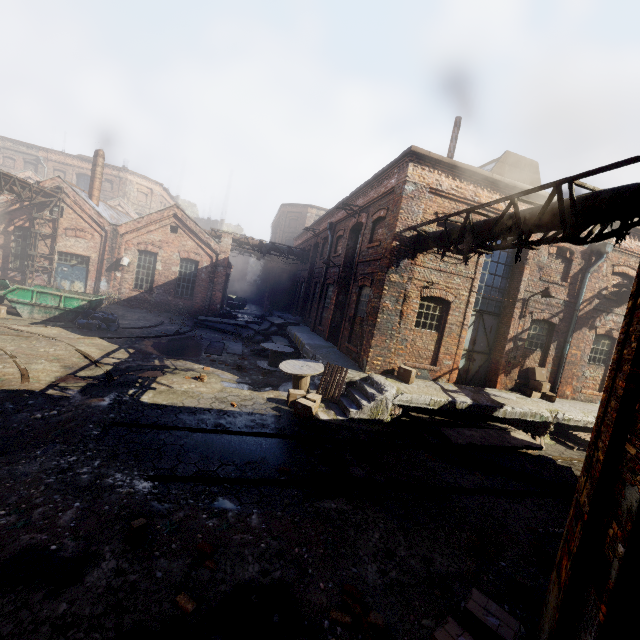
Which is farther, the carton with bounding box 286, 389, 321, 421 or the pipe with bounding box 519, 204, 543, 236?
the carton with bounding box 286, 389, 321, 421

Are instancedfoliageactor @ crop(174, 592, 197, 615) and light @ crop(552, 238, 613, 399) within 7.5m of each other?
no

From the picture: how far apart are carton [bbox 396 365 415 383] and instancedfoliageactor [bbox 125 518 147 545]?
8.5m

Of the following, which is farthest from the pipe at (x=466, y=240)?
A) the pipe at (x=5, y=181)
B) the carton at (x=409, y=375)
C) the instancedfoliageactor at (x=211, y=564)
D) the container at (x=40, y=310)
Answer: the pipe at (x=5, y=181)

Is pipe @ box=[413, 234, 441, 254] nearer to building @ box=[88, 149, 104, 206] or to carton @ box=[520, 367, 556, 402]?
carton @ box=[520, 367, 556, 402]

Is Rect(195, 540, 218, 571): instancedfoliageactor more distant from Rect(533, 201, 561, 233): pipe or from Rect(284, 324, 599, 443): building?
Rect(533, 201, 561, 233): pipe

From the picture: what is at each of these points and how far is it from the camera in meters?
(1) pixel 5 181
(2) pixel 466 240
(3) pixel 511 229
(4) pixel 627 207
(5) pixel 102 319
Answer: (1) pipe, 16.1 m
(2) pipe, 8.3 m
(3) pipe, 7.0 m
(4) pipe, 4.9 m
(5) trash bag, 15.0 m

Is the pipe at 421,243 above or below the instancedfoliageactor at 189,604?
above
